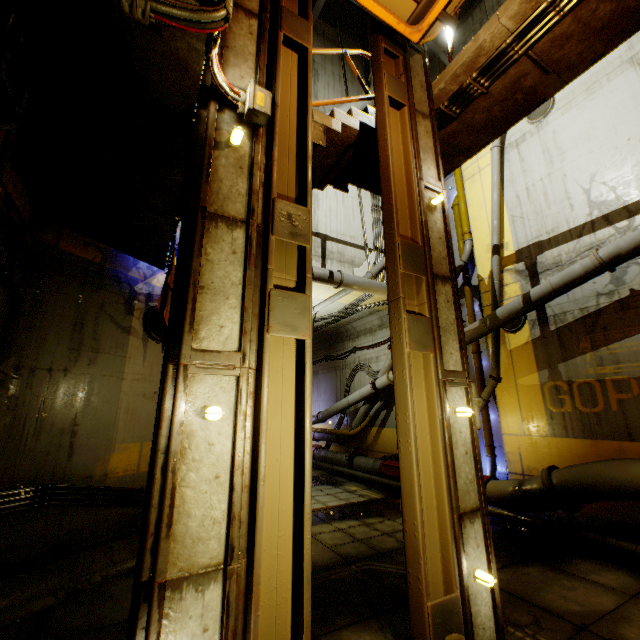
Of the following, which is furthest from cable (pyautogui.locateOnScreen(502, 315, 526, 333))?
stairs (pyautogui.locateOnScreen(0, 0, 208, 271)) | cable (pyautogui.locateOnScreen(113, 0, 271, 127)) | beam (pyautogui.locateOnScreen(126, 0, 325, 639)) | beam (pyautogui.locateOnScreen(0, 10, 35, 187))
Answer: beam (pyautogui.locateOnScreen(0, 10, 35, 187))

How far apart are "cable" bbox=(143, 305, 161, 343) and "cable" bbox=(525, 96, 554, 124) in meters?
12.0 m

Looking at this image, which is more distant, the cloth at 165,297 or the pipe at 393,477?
the pipe at 393,477

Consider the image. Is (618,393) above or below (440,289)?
below

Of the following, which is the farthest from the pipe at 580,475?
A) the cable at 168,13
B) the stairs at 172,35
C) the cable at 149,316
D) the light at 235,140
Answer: the light at 235,140

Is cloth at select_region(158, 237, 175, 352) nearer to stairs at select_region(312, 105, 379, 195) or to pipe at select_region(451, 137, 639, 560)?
stairs at select_region(312, 105, 379, 195)

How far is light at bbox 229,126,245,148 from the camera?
3.30m

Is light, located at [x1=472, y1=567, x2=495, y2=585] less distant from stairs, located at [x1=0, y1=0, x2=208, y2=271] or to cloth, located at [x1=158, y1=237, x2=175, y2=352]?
stairs, located at [x1=0, y1=0, x2=208, y2=271]
